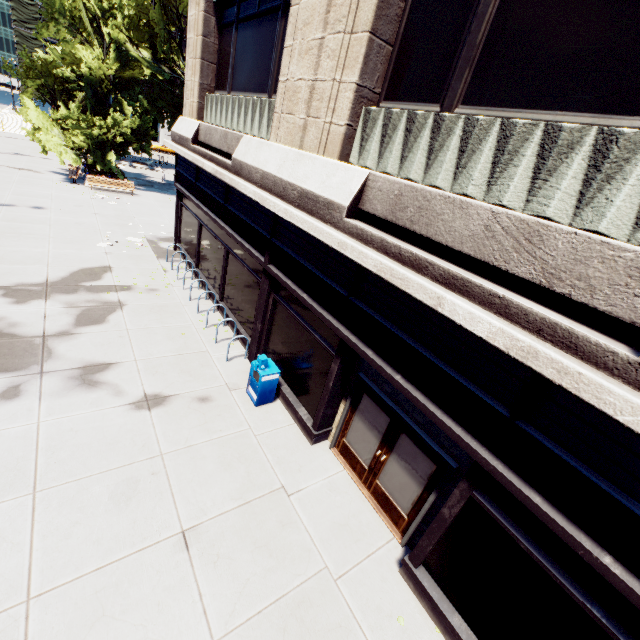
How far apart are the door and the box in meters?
1.9 m

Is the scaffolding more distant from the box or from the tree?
the box

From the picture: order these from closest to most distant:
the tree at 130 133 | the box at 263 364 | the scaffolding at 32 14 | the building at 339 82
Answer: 1. the building at 339 82
2. the box at 263 364
3. the tree at 130 133
4. the scaffolding at 32 14

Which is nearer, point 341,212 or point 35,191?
point 341,212

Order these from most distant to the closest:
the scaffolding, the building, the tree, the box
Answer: the scaffolding < the tree < the box < the building

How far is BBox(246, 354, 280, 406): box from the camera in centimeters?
816cm

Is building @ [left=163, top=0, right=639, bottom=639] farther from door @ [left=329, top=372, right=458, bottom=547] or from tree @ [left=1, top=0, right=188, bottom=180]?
tree @ [left=1, top=0, right=188, bottom=180]

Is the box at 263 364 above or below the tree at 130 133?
below
